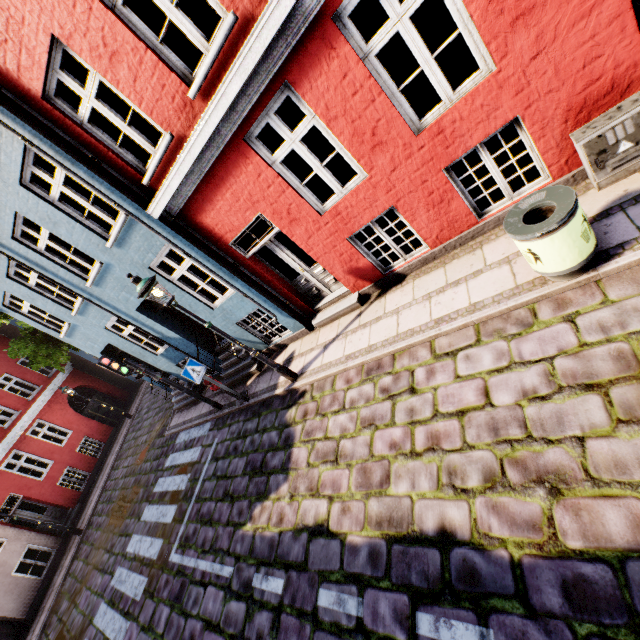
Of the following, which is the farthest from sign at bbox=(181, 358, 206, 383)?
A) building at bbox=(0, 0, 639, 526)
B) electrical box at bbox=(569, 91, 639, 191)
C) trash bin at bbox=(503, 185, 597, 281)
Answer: electrical box at bbox=(569, 91, 639, 191)

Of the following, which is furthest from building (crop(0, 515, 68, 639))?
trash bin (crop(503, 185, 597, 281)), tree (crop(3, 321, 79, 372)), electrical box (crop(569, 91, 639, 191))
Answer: tree (crop(3, 321, 79, 372))

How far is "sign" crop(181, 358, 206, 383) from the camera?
7.7m

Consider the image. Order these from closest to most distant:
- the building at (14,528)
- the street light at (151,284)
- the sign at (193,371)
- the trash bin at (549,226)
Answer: the trash bin at (549,226), the street light at (151,284), the sign at (193,371), the building at (14,528)

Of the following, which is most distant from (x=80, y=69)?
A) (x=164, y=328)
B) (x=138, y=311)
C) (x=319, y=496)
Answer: (x=319, y=496)

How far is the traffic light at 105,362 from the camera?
8.0 meters

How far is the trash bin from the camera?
3.4m

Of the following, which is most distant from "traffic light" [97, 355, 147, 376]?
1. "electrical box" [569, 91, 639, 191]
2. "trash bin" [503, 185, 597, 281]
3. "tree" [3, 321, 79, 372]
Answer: "electrical box" [569, 91, 639, 191]
